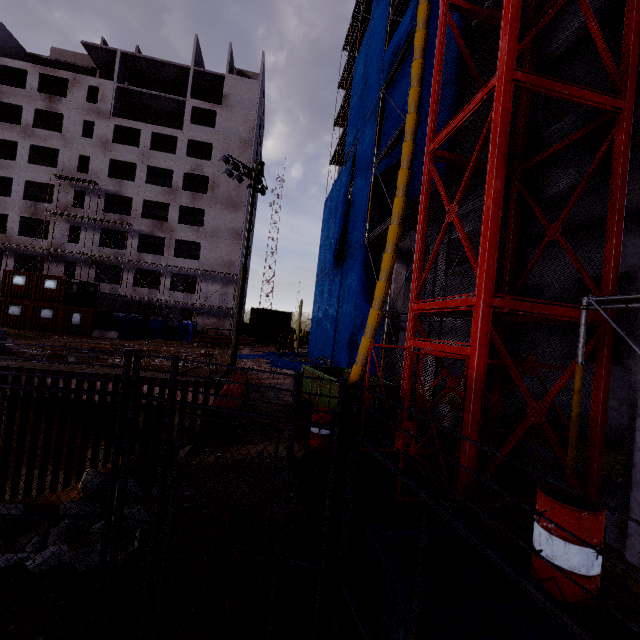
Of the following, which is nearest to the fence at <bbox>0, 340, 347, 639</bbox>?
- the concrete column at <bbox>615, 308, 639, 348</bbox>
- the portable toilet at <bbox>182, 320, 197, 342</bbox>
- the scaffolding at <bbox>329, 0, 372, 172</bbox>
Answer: the concrete column at <bbox>615, 308, 639, 348</bbox>

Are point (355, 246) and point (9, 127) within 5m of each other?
no

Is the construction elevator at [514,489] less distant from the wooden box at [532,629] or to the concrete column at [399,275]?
the wooden box at [532,629]

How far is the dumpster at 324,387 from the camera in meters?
9.5

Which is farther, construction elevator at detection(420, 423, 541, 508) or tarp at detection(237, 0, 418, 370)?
tarp at detection(237, 0, 418, 370)

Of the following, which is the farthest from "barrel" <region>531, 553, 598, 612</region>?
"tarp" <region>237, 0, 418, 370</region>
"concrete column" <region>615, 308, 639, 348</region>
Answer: "tarp" <region>237, 0, 418, 370</region>

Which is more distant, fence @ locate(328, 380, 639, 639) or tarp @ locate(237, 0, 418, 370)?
tarp @ locate(237, 0, 418, 370)

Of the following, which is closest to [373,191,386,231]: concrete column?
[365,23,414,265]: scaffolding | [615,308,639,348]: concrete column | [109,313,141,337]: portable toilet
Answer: [365,23,414,265]: scaffolding
